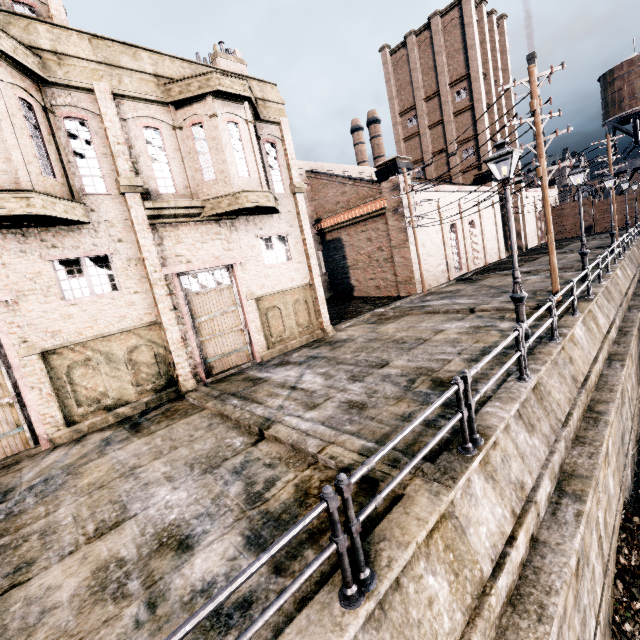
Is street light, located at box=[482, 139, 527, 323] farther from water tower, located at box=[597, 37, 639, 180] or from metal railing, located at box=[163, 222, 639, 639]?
water tower, located at box=[597, 37, 639, 180]

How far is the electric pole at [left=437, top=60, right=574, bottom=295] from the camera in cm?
1189

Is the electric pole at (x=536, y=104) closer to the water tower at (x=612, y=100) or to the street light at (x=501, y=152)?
the street light at (x=501, y=152)

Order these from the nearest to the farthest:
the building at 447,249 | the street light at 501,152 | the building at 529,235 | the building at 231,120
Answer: the street light at 501,152 → the building at 231,120 → the building at 447,249 → the building at 529,235

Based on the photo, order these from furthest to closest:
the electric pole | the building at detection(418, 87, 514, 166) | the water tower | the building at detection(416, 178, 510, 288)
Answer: the water tower, the building at detection(418, 87, 514, 166), the building at detection(416, 178, 510, 288), the electric pole

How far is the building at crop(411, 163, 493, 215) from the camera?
26.1m

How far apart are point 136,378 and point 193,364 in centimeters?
198cm

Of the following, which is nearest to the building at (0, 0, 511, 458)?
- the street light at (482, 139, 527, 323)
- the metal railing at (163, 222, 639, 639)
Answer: the metal railing at (163, 222, 639, 639)
